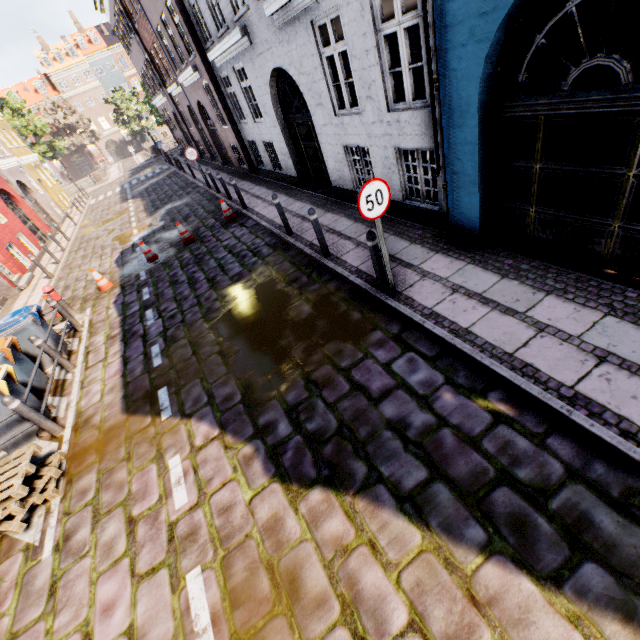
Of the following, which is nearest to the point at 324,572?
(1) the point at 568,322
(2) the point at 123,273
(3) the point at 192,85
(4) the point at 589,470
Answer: (4) the point at 589,470

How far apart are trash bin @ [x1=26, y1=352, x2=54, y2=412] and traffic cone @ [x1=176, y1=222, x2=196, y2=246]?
5.5 meters

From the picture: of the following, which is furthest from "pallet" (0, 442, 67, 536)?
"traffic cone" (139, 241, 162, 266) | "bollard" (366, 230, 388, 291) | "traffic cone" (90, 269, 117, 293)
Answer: "traffic cone" (139, 241, 162, 266)

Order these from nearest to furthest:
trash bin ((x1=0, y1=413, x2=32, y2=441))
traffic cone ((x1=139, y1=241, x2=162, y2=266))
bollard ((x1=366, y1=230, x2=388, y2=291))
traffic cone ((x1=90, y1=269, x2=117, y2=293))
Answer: bollard ((x1=366, y1=230, x2=388, y2=291)) → trash bin ((x1=0, y1=413, x2=32, y2=441)) → traffic cone ((x1=90, y1=269, x2=117, y2=293)) → traffic cone ((x1=139, y1=241, x2=162, y2=266))

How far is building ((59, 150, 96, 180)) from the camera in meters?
54.4 m

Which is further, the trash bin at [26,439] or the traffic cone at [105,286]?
the traffic cone at [105,286]

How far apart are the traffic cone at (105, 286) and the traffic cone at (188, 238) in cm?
237

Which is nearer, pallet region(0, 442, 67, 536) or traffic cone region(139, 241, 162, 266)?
pallet region(0, 442, 67, 536)
